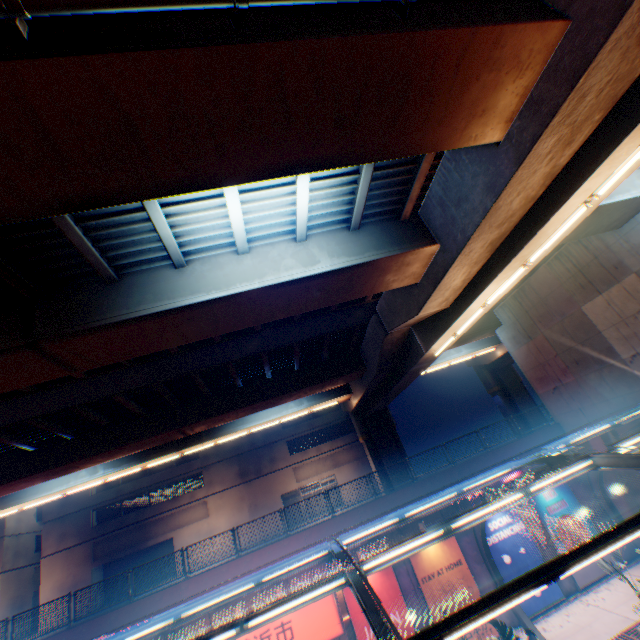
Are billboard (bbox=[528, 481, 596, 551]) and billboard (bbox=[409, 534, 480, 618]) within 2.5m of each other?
no

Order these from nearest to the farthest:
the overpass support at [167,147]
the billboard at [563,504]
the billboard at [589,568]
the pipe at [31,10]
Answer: the pipe at [31,10]
the overpass support at [167,147]
the billboard at [589,568]
the billboard at [563,504]

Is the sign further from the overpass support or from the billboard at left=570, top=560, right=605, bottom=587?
the billboard at left=570, top=560, right=605, bottom=587

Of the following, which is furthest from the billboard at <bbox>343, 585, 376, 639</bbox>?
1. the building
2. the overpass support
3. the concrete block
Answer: the building

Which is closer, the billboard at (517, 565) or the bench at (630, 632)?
the bench at (630, 632)

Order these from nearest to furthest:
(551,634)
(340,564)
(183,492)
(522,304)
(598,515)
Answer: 1. (340,564)
2. (551,634)
3. (598,515)
4. (522,304)
5. (183,492)

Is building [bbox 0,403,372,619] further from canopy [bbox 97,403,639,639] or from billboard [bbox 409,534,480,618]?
canopy [bbox 97,403,639,639]

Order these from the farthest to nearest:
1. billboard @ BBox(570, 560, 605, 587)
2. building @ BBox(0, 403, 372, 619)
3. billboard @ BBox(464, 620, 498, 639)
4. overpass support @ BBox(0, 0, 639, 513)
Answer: building @ BBox(0, 403, 372, 619)
billboard @ BBox(570, 560, 605, 587)
billboard @ BBox(464, 620, 498, 639)
overpass support @ BBox(0, 0, 639, 513)
